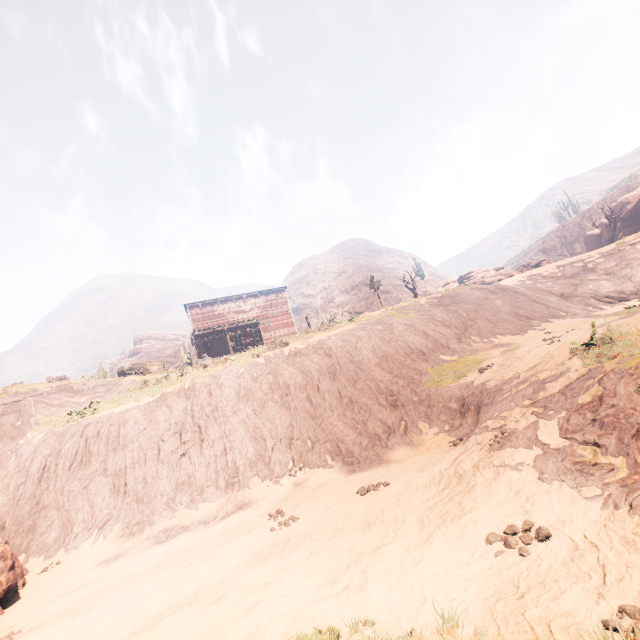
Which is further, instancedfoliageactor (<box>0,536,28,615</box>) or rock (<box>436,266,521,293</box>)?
rock (<box>436,266,521,293</box>)

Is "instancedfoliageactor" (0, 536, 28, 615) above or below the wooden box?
below

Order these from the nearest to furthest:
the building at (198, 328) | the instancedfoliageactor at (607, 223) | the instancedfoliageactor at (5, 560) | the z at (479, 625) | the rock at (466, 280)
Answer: the z at (479, 625) < the instancedfoliageactor at (5, 560) < the rock at (466, 280) < the instancedfoliageactor at (607, 223) < the building at (198, 328)

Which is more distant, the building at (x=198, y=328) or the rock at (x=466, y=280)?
the building at (x=198, y=328)

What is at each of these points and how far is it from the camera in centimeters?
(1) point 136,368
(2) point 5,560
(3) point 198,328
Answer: (1) carraige, 2514cm
(2) instancedfoliageactor, 763cm
(3) building, 3097cm

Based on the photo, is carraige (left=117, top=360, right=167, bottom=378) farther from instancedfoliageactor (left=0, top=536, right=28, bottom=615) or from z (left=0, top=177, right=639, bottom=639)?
instancedfoliageactor (left=0, top=536, right=28, bottom=615)

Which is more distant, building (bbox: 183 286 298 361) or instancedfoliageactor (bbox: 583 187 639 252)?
building (bbox: 183 286 298 361)

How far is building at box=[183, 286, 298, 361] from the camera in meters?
29.8 m
